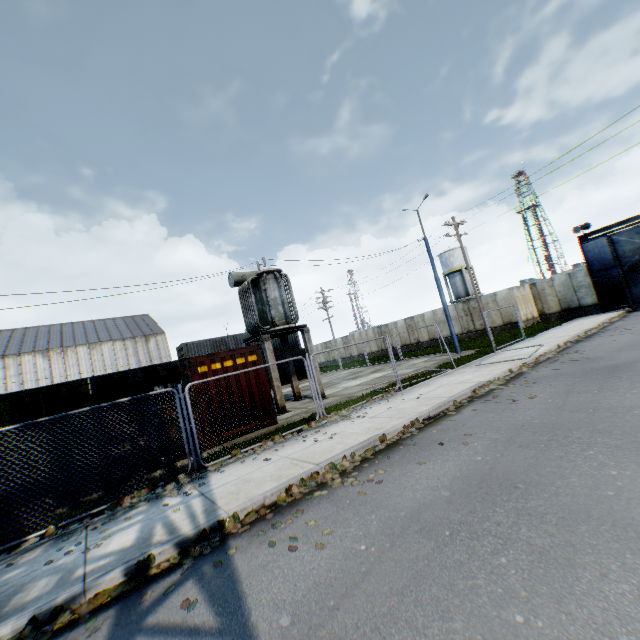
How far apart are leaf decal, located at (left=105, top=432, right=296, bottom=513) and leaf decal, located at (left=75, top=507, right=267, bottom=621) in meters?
1.7

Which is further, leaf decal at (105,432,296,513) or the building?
the building

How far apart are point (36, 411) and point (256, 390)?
6.0 meters

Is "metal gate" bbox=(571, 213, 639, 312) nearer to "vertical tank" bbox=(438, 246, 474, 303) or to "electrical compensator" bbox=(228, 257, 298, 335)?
"vertical tank" bbox=(438, 246, 474, 303)

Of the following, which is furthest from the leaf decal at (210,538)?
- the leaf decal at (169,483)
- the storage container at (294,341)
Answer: the storage container at (294,341)

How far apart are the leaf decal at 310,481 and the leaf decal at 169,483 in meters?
1.7

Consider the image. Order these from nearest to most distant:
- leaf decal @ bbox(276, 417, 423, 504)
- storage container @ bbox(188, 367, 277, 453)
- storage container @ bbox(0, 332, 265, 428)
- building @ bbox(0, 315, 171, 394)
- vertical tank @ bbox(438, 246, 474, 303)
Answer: leaf decal @ bbox(276, 417, 423, 504) < storage container @ bbox(0, 332, 265, 428) < storage container @ bbox(188, 367, 277, 453) < building @ bbox(0, 315, 171, 394) < vertical tank @ bbox(438, 246, 474, 303)

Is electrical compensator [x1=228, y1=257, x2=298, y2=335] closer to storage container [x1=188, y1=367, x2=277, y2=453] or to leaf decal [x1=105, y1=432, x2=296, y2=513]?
storage container [x1=188, y1=367, x2=277, y2=453]
